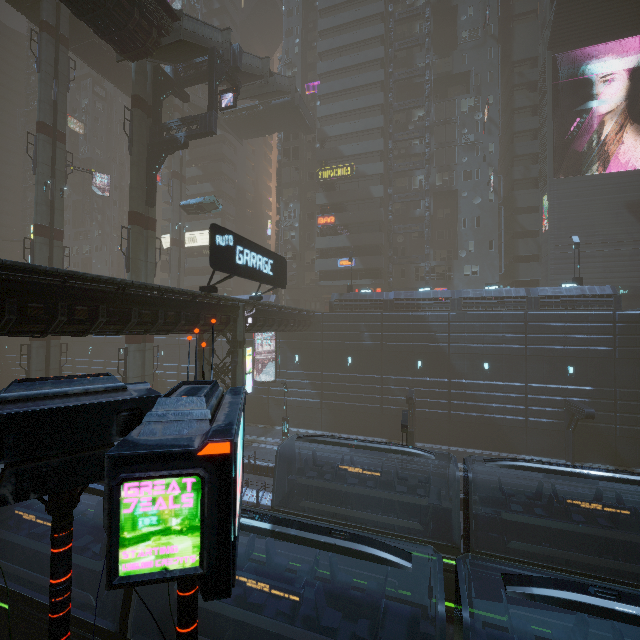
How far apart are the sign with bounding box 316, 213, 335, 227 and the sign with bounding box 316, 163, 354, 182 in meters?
4.3

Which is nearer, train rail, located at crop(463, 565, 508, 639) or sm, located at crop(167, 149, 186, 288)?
train rail, located at crop(463, 565, 508, 639)

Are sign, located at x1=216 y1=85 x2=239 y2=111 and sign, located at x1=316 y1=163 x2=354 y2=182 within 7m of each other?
no

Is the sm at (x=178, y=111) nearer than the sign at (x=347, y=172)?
No

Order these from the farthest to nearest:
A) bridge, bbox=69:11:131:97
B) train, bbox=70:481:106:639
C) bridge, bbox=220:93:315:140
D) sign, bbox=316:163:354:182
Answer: sign, bbox=316:163:354:182, bridge, bbox=220:93:315:140, bridge, bbox=69:11:131:97, train, bbox=70:481:106:639

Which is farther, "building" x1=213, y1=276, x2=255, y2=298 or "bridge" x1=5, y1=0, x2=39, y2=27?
"building" x1=213, y1=276, x2=255, y2=298

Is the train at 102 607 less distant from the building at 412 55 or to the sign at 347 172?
the building at 412 55

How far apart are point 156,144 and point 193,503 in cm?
2922
